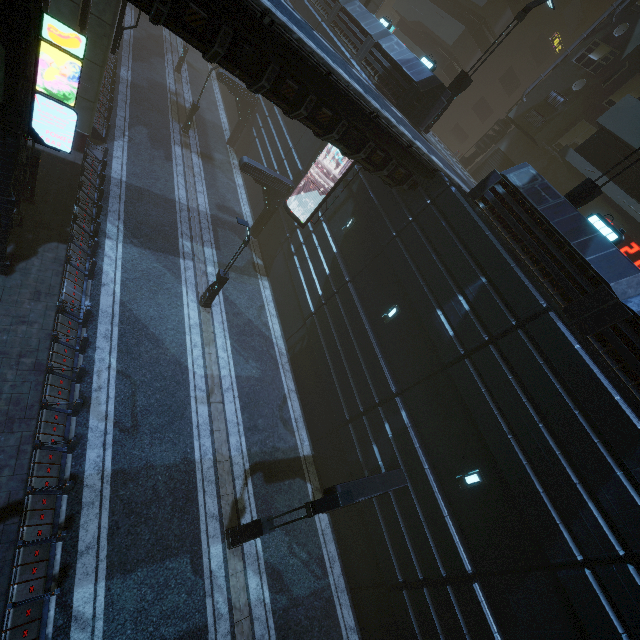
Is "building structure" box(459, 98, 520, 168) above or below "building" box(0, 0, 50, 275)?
above

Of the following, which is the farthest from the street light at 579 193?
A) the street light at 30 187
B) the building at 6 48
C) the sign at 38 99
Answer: the street light at 30 187

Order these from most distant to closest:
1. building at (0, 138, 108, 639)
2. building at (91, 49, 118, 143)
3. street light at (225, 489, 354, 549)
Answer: building at (91, 49, 118, 143)
street light at (225, 489, 354, 549)
building at (0, 138, 108, 639)

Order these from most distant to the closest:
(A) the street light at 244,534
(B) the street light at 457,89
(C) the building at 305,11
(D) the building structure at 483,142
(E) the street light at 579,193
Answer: (D) the building structure at 483,142 < (C) the building at 305,11 < (B) the street light at 457,89 < (E) the street light at 579,193 < (A) the street light at 244,534

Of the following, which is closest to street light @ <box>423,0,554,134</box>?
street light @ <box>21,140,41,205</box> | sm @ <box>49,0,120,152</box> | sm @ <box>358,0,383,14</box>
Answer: sm @ <box>49,0,120,152</box>

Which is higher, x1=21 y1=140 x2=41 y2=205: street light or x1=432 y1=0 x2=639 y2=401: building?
x1=432 y1=0 x2=639 y2=401: building

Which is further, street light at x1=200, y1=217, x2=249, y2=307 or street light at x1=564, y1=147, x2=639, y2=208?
street light at x1=200, y1=217, x2=249, y2=307

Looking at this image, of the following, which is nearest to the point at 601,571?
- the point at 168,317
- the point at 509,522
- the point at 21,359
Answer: the point at 509,522
